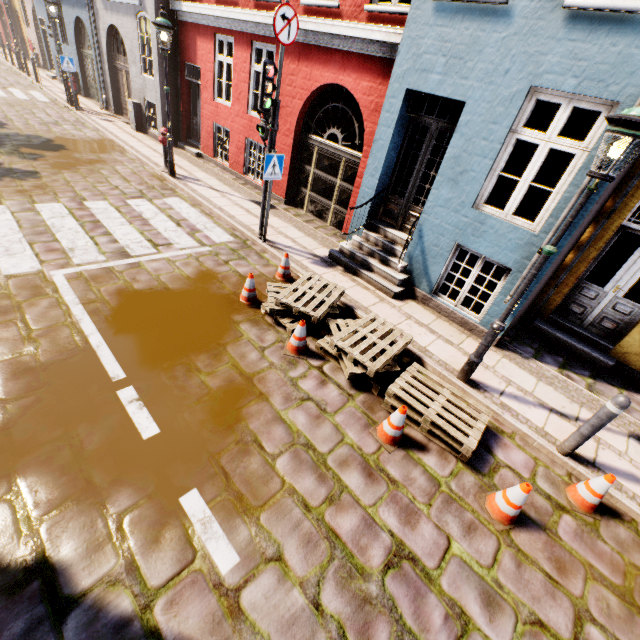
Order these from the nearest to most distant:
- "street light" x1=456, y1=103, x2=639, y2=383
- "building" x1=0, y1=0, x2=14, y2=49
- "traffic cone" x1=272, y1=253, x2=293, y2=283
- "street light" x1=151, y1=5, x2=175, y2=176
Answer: "street light" x1=456, y1=103, x2=639, y2=383 → "traffic cone" x1=272, y1=253, x2=293, y2=283 → "street light" x1=151, y1=5, x2=175, y2=176 → "building" x1=0, y1=0, x2=14, y2=49

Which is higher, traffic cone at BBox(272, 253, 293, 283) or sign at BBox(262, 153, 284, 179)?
sign at BBox(262, 153, 284, 179)

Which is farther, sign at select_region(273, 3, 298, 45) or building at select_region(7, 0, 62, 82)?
building at select_region(7, 0, 62, 82)

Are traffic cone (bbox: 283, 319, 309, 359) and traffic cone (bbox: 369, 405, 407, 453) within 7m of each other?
yes

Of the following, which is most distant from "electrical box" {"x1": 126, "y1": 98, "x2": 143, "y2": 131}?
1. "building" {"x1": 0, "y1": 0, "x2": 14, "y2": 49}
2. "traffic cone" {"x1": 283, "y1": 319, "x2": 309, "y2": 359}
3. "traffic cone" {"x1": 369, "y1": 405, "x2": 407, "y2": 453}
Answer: "traffic cone" {"x1": 369, "y1": 405, "x2": 407, "y2": 453}

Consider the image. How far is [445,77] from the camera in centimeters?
532cm

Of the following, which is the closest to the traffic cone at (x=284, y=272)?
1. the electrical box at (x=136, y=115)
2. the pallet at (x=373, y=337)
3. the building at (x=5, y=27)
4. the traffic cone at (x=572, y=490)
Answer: the pallet at (x=373, y=337)

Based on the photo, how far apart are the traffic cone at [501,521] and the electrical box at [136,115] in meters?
17.0
